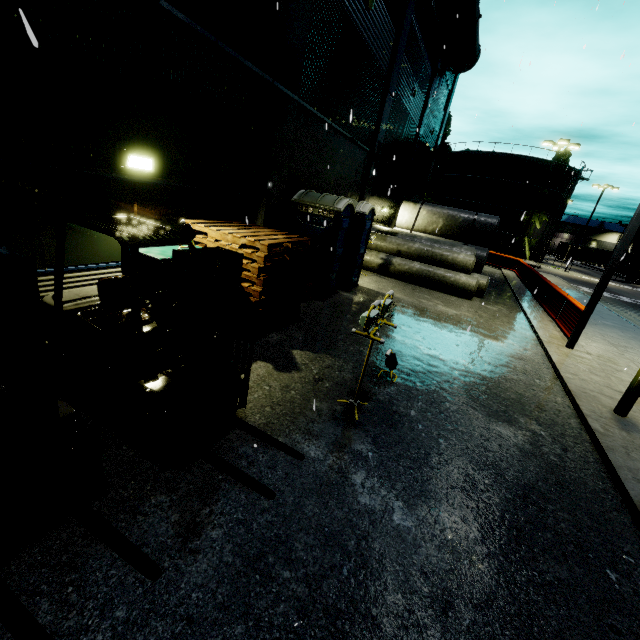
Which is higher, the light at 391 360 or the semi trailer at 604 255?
the semi trailer at 604 255

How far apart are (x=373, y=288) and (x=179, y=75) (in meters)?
8.72

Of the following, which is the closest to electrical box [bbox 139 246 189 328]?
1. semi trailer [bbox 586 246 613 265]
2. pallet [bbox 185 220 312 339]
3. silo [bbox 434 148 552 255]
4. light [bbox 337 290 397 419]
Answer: pallet [bbox 185 220 312 339]

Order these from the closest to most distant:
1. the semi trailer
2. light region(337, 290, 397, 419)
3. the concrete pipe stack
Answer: light region(337, 290, 397, 419), the concrete pipe stack, the semi trailer

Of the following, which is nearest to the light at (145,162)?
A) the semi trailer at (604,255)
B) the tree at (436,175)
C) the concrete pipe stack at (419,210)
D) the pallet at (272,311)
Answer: the pallet at (272,311)

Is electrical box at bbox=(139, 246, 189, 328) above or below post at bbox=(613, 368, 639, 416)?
above

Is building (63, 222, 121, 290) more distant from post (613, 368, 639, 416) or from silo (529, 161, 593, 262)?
post (613, 368, 639, 416)

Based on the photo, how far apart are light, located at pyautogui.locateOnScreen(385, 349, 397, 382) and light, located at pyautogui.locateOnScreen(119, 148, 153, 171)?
5.3 meters
